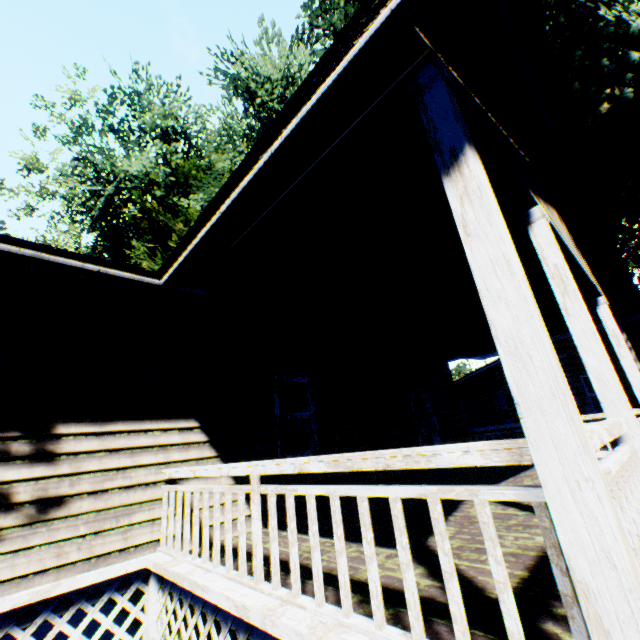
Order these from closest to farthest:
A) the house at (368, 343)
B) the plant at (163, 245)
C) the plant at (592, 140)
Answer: the house at (368, 343) < the plant at (592, 140) < the plant at (163, 245)

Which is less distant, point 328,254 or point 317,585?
point 317,585

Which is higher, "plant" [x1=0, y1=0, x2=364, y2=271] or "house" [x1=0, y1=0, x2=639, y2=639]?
"plant" [x1=0, y1=0, x2=364, y2=271]

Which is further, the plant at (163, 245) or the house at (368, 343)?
the plant at (163, 245)

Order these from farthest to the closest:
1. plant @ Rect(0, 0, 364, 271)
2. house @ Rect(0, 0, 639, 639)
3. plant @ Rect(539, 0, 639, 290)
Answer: plant @ Rect(0, 0, 364, 271) → plant @ Rect(539, 0, 639, 290) → house @ Rect(0, 0, 639, 639)

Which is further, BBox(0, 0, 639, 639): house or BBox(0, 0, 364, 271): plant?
BBox(0, 0, 364, 271): plant

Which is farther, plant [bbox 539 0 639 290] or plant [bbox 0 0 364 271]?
plant [bbox 0 0 364 271]
